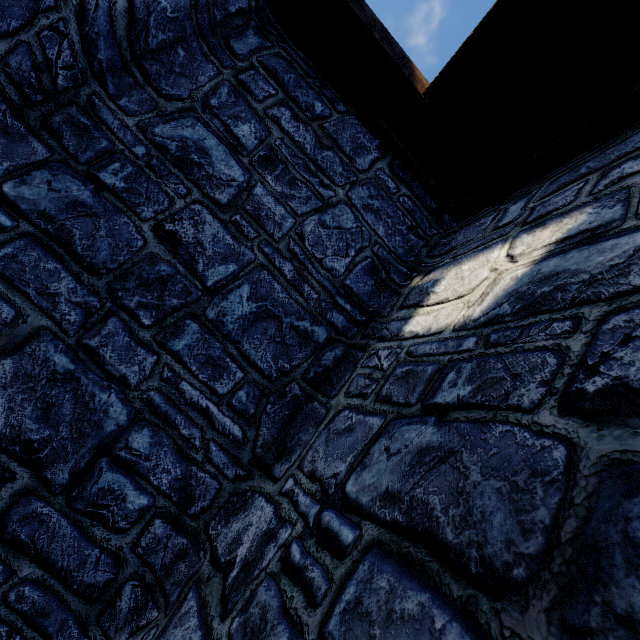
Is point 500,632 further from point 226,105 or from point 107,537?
point 226,105
